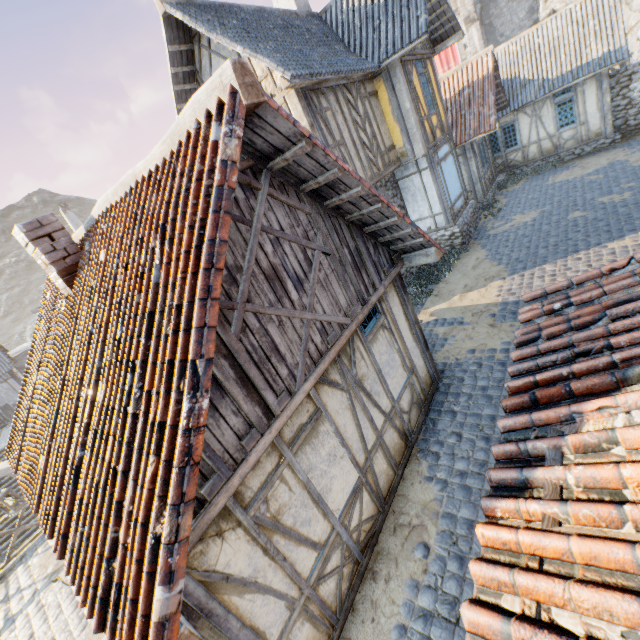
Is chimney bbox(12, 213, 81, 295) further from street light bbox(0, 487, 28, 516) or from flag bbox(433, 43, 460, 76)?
flag bbox(433, 43, 460, 76)

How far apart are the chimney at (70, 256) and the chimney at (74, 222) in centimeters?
2698cm

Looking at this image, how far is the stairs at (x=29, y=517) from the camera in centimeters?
1561cm

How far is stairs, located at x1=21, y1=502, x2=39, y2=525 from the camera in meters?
15.6

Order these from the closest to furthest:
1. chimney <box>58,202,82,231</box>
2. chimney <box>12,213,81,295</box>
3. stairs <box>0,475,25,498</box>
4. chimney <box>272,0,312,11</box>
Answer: chimney <box>12,213,81,295</box>
chimney <box>272,0,312,11</box>
stairs <box>0,475,25,498</box>
chimney <box>58,202,82,231</box>

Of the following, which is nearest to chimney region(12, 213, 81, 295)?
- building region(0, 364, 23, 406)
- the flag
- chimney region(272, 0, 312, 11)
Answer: chimney region(272, 0, 312, 11)

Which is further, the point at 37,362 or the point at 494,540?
the point at 37,362

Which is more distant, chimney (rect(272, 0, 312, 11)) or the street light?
chimney (rect(272, 0, 312, 11))
